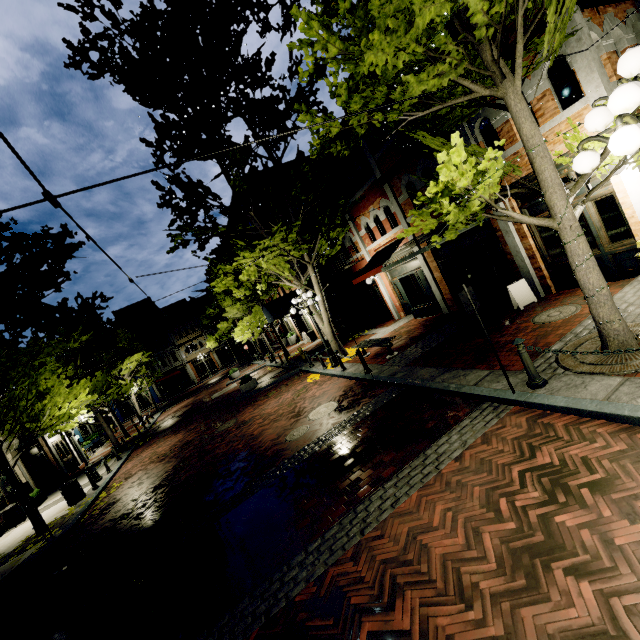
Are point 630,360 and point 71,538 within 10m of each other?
no

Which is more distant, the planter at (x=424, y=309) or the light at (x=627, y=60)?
the planter at (x=424, y=309)

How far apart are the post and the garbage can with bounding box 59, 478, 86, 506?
15.9 meters

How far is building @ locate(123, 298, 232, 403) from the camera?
46.5 meters

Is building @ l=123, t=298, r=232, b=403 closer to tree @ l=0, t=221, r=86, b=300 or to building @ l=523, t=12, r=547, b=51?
tree @ l=0, t=221, r=86, b=300

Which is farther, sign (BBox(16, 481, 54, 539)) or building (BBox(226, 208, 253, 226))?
building (BBox(226, 208, 253, 226))

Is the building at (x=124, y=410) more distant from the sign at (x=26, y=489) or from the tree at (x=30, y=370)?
the sign at (x=26, y=489)
